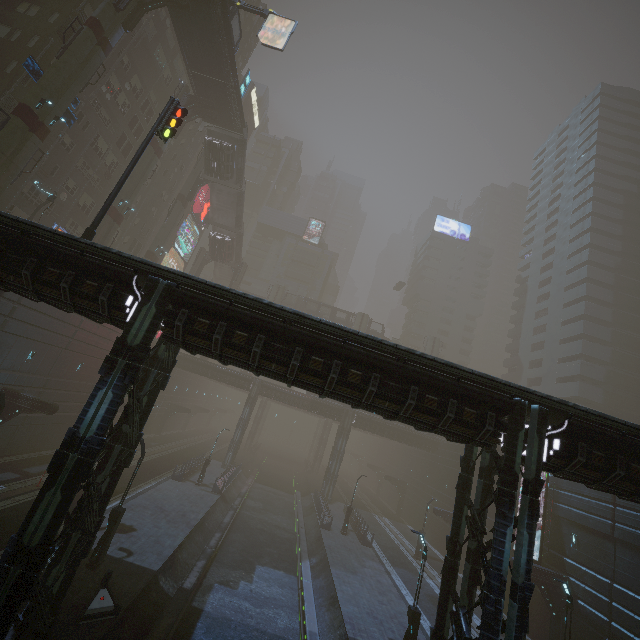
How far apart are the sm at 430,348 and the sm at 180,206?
45.1m

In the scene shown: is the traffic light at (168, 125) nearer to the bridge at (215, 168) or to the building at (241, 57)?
the building at (241, 57)

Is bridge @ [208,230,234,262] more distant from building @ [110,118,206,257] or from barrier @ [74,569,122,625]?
barrier @ [74,569,122,625]

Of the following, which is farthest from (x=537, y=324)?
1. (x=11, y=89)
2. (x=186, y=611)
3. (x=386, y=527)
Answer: (x=11, y=89)

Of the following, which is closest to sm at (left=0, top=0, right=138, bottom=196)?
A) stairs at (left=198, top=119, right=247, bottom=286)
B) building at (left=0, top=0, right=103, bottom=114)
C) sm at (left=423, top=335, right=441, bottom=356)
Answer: building at (left=0, top=0, right=103, bottom=114)

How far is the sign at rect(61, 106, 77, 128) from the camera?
24.97m

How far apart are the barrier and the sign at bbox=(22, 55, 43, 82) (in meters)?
30.13

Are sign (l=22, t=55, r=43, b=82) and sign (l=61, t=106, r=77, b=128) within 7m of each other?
yes
